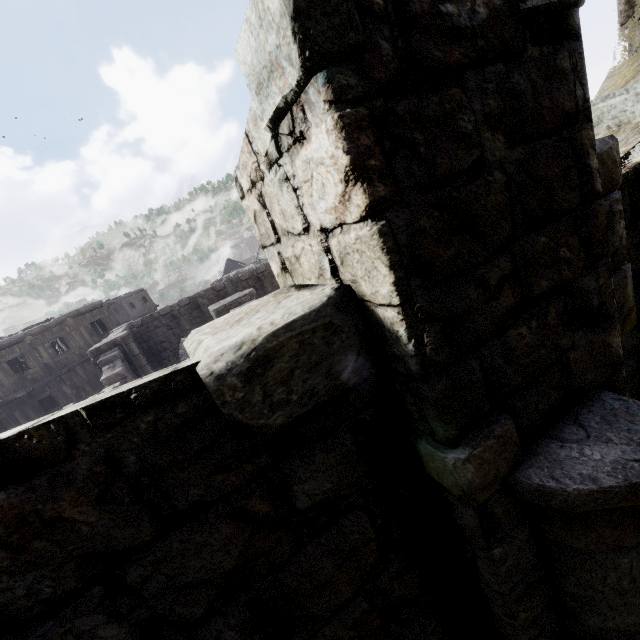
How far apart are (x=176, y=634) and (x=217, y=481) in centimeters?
65cm
